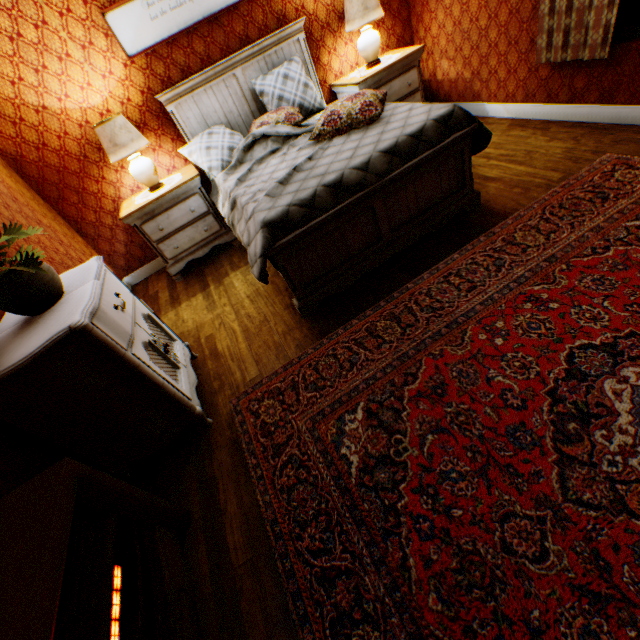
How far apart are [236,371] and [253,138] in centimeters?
260cm

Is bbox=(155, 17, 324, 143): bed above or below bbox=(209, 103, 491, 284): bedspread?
above

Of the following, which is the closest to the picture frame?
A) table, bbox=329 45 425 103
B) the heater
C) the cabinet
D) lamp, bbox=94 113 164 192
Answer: lamp, bbox=94 113 164 192

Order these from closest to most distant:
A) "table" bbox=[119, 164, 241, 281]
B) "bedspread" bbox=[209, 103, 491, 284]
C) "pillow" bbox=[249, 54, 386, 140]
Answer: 1. "bedspread" bbox=[209, 103, 491, 284]
2. "pillow" bbox=[249, 54, 386, 140]
3. "table" bbox=[119, 164, 241, 281]

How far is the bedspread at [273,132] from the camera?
2.45m

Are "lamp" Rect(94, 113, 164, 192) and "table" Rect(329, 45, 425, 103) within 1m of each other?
no

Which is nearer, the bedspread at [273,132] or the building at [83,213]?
the building at [83,213]

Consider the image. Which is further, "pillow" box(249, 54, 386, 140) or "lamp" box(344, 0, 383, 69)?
"lamp" box(344, 0, 383, 69)
